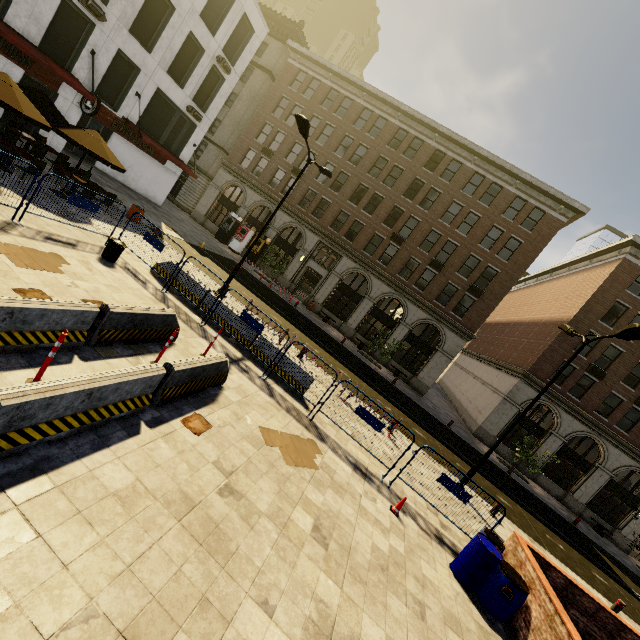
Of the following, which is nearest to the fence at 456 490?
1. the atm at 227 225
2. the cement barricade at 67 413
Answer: the cement barricade at 67 413

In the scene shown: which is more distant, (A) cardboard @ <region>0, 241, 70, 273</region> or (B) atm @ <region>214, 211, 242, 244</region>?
(B) atm @ <region>214, 211, 242, 244</region>

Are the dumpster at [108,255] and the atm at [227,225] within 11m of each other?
no

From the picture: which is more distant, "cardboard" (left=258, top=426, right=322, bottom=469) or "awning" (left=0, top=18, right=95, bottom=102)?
"awning" (left=0, top=18, right=95, bottom=102)

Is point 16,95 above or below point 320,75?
below

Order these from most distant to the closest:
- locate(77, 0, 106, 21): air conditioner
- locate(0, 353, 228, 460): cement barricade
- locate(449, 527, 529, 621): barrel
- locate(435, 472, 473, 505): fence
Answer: locate(77, 0, 106, 21): air conditioner → locate(435, 472, 473, 505): fence → locate(449, 527, 529, 621): barrel → locate(0, 353, 228, 460): cement barricade

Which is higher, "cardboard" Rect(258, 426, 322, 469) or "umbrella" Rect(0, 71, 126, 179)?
"umbrella" Rect(0, 71, 126, 179)

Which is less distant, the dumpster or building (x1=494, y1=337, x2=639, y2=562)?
the dumpster
